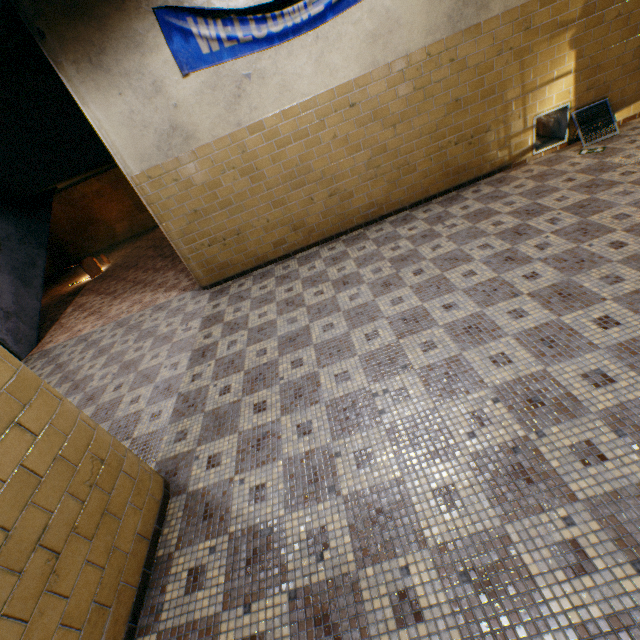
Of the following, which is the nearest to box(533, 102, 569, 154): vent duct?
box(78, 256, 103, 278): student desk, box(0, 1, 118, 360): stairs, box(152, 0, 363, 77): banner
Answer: box(152, 0, 363, 77): banner

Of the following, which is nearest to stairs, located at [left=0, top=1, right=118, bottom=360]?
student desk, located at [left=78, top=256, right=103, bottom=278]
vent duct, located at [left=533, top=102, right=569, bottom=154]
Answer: student desk, located at [left=78, top=256, right=103, bottom=278]

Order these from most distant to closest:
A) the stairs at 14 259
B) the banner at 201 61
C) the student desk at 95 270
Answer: the student desk at 95 270
the stairs at 14 259
the banner at 201 61

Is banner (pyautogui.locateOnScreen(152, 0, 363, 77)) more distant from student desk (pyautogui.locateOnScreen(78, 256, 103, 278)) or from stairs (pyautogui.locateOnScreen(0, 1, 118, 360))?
student desk (pyautogui.locateOnScreen(78, 256, 103, 278))

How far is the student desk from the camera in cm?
932

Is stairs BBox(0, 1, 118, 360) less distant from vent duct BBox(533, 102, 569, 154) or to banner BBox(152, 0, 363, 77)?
banner BBox(152, 0, 363, 77)

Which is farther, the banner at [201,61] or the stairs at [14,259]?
the stairs at [14,259]

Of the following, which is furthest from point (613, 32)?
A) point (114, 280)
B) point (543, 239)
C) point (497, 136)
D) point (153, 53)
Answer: point (114, 280)
